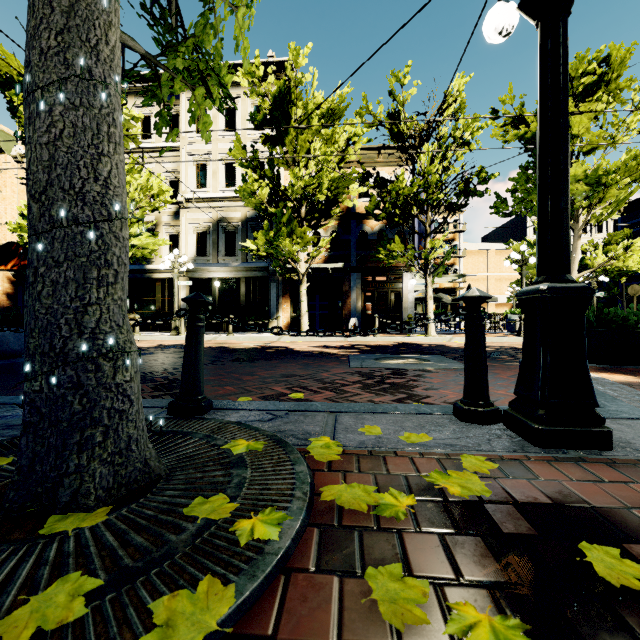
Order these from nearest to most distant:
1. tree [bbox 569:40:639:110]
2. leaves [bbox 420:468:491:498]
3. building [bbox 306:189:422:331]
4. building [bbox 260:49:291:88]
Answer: leaves [bbox 420:468:491:498]
tree [bbox 569:40:639:110]
building [bbox 260:49:291:88]
building [bbox 306:189:422:331]

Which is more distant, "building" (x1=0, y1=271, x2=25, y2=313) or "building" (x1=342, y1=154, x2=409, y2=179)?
"building" (x1=0, y1=271, x2=25, y2=313)

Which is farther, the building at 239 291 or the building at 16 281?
the building at 16 281

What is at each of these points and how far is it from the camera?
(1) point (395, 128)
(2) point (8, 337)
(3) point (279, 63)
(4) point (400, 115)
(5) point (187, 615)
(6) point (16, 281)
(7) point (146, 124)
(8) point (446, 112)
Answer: (1) tree, 14.2m
(2) planter, 5.4m
(3) building, 16.6m
(4) tree, 12.6m
(5) leaves, 0.7m
(6) building, 18.6m
(7) building, 18.2m
(8) tree, 12.5m

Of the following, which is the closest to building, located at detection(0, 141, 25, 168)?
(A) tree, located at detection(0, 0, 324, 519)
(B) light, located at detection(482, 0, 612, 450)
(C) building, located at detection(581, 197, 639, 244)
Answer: (A) tree, located at detection(0, 0, 324, 519)

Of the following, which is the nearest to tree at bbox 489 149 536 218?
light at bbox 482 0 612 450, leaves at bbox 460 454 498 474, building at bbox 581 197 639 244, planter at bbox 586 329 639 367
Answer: building at bbox 581 197 639 244

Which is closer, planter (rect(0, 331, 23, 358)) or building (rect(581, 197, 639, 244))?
planter (rect(0, 331, 23, 358))

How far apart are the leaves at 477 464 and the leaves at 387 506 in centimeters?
22cm
